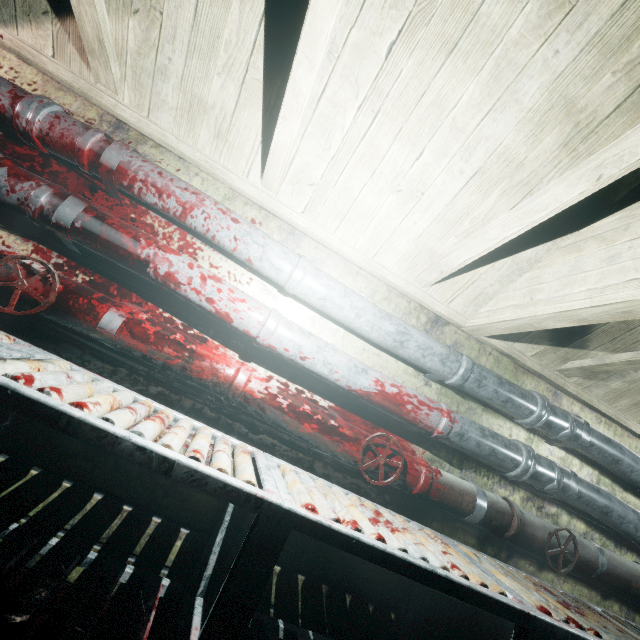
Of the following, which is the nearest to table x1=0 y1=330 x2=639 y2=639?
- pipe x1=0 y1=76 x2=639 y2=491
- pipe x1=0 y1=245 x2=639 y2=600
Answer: pipe x1=0 y1=245 x2=639 y2=600

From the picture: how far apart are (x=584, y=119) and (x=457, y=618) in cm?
263

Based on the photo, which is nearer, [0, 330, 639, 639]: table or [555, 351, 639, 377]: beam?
[0, 330, 639, 639]: table

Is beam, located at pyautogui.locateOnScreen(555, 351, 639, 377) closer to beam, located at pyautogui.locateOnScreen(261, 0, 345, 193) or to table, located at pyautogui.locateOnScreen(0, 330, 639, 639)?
beam, located at pyautogui.locateOnScreen(261, 0, 345, 193)

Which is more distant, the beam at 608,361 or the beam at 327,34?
the beam at 608,361

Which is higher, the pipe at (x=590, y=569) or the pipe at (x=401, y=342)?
→ the pipe at (x=401, y=342)

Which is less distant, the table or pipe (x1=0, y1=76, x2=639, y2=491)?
the table

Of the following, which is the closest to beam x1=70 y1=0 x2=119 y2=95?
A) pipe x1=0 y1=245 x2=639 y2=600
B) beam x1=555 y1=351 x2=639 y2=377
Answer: beam x1=555 y1=351 x2=639 y2=377
